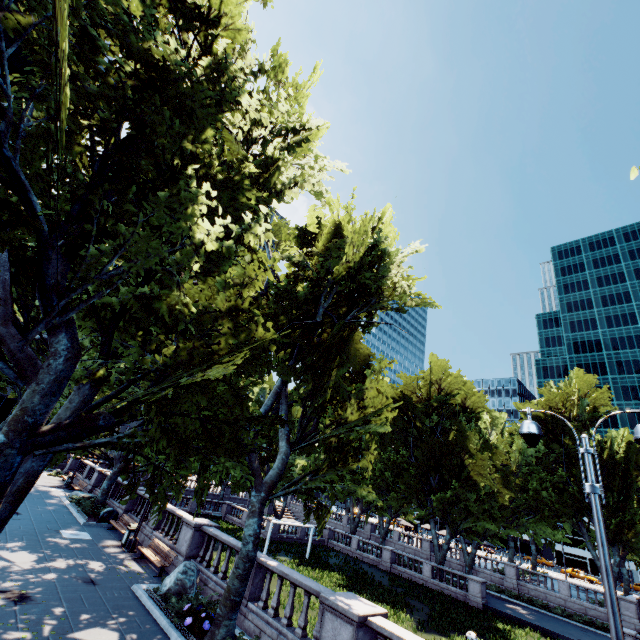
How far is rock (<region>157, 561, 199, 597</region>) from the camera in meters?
12.1

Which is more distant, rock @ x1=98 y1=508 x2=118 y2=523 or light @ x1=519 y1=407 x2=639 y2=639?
rock @ x1=98 y1=508 x2=118 y2=523

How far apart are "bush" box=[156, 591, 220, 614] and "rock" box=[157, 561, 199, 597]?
0.03m

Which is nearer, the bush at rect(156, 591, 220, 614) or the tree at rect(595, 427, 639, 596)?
the bush at rect(156, 591, 220, 614)

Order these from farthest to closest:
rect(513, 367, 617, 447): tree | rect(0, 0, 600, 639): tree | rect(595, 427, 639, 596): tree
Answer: rect(513, 367, 617, 447): tree < rect(595, 427, 639, 596): tree < rect(0, 0, 600, 639): tree

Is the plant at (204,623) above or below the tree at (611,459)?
below

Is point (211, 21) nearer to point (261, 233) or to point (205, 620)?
point (261, 233)

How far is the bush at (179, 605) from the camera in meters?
10.9
